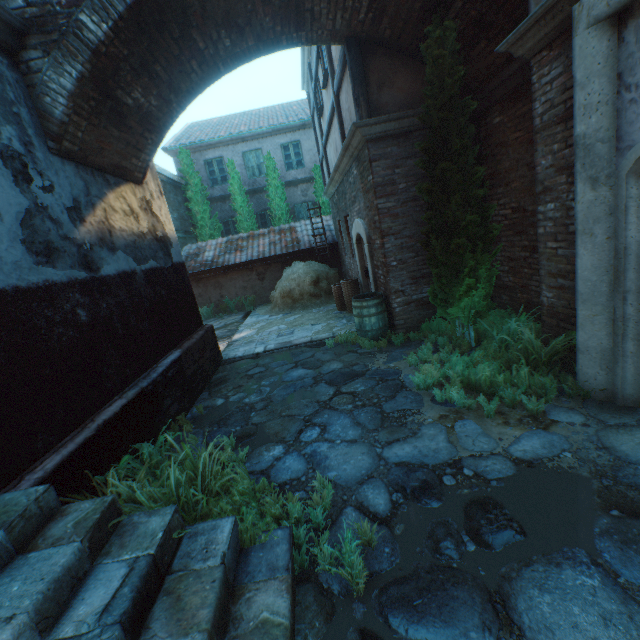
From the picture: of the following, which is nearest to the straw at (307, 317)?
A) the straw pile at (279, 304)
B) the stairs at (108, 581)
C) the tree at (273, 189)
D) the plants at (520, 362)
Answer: the straw pile at (279, 304)

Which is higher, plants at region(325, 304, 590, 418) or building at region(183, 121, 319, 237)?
building at region(183, 121, 319, 237)

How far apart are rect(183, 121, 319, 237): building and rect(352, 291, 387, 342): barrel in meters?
11.4

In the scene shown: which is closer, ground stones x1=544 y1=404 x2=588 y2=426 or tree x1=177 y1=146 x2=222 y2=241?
ground stones x1=544 y1=404 x2=588 y2=426

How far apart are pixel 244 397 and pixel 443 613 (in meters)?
4.01

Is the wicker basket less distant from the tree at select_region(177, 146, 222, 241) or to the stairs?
the stairs

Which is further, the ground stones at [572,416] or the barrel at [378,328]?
the barrel at [378,328]

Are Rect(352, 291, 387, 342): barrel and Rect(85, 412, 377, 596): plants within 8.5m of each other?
yes
